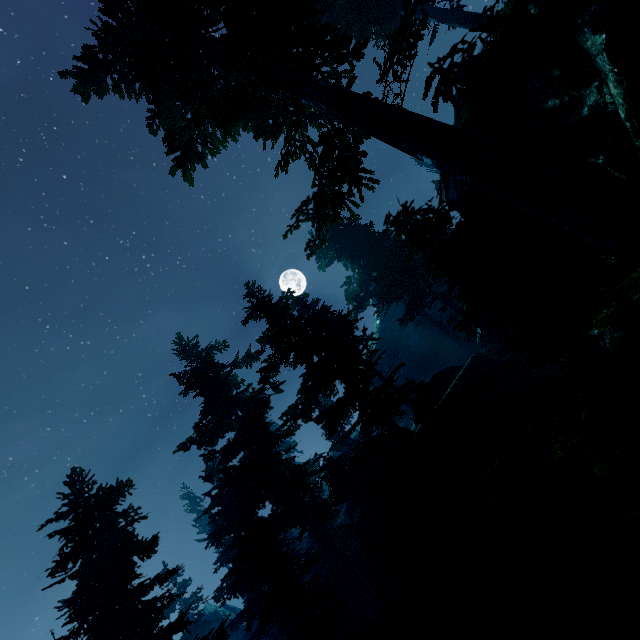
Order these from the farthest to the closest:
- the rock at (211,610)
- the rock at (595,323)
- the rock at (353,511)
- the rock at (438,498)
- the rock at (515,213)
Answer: the rock at (211,610), the rock at (353,511), the rock at (438,498), the rock at (515,213), the rock at (595,323)

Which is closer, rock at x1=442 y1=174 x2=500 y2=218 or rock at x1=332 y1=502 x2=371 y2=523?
rock at x1=442 y1=174 x2=500 y2=218

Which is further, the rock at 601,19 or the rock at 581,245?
the rock at 581,245

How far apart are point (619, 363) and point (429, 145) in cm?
678

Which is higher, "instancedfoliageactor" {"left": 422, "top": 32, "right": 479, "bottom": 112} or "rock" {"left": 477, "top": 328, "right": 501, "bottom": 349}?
"instancedfoliageactor" {"left": 422, "top": 32, "right": 479, "bottom": 112}

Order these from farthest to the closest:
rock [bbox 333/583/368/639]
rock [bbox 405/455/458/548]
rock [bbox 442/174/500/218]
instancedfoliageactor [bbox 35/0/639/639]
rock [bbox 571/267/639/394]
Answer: rock [bbox 333/583/368/639]
rock [bbox 405/455/458/548]
rock [bbox 442/174/500/218]
instancedfoliageactor [bbox 35/0/639/639]
rock [bbox 571/267/639/394]

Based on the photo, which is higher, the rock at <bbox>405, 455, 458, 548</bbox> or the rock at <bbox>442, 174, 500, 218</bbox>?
the rock at <bbox>442, 174, 500, 218</bbox>
